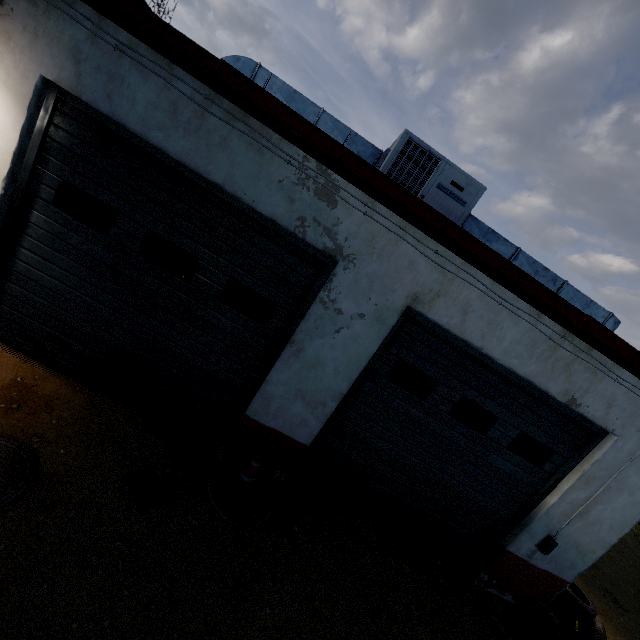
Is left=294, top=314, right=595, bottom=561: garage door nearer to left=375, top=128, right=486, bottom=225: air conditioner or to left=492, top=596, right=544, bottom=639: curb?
left=492, top=596, right=544, bottom=639: curb

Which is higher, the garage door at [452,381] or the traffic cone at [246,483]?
the garage door at [452,381]

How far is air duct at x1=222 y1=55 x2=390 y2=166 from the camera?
4.3m

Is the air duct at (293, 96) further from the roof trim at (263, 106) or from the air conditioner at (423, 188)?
the roof trim at (263, 106)

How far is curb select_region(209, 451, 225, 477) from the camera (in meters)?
4.23

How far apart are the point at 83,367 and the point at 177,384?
1.26m

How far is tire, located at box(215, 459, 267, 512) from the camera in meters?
3.9 m

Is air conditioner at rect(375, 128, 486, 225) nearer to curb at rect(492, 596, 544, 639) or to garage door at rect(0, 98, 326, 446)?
garage door at rect(0, 98, 326, 446)
